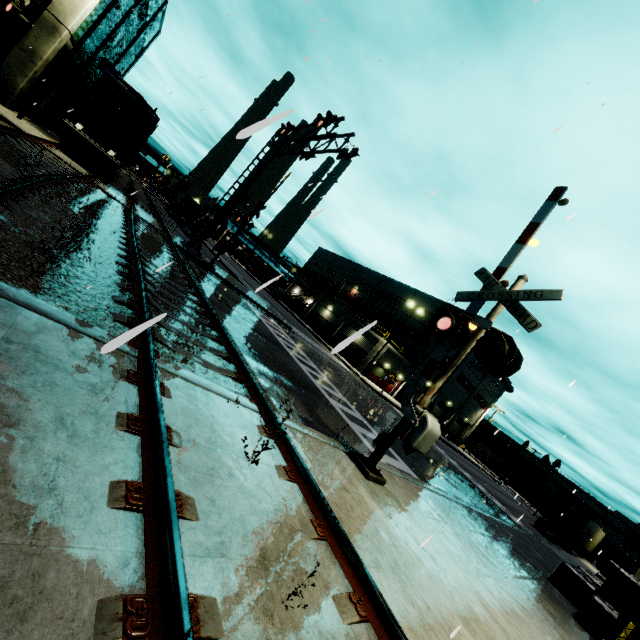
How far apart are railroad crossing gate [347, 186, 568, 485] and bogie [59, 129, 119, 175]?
20.0m

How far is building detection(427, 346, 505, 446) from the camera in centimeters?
4731cm

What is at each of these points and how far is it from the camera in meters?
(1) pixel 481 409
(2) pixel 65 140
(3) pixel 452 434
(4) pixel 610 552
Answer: (1) building, 56.2 m
(2) bogie, 16.8 m
(3) roll-up door, 55.4 m
(4) cargo container, 37.2 m

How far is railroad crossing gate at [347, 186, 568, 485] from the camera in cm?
604

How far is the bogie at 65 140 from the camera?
16.9 meters

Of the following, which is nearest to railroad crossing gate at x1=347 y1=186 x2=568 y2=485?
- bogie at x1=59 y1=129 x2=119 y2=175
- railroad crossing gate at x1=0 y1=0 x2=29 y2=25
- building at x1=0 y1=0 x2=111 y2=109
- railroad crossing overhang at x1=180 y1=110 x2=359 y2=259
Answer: building at x1=0 y1=0 x2=111 y2=109

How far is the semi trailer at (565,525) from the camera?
26.7 meters
